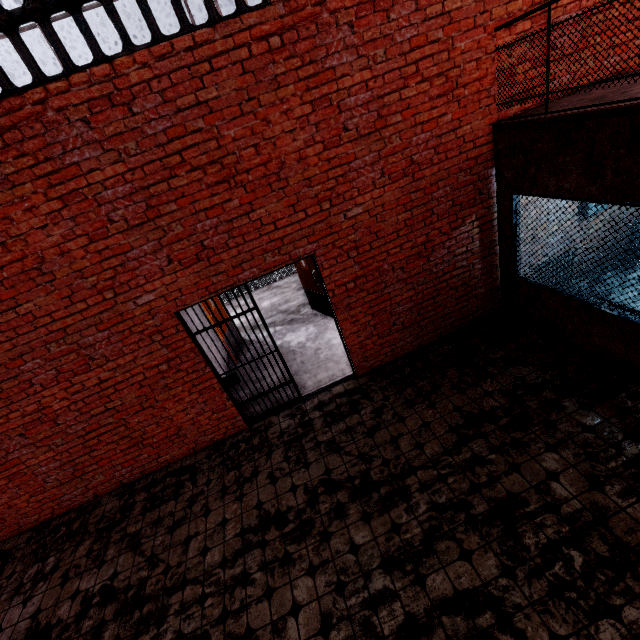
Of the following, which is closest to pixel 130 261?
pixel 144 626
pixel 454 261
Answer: pixel 144 626

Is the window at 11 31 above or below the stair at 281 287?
above

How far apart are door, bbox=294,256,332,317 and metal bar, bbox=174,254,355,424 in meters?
2.1

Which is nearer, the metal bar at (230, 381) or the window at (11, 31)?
the window at (11, 31)

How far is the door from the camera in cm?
716

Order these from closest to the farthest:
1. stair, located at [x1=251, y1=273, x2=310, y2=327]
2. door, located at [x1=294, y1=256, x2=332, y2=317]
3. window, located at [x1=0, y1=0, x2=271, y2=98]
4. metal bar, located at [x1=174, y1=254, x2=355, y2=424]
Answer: window, located at [x1=0, y1=0, x2=271, y2=98]
metal bar, located at [x1=174, y1=254, x2=355, y2=424]
door, located at [x1=294, y1=256, x2=332, y2=317]
stair, located at [x1=251, y1=273, x2=310, y2=327]

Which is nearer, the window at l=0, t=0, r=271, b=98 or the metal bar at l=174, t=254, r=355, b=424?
the window at l=0, t=0, r=271, b=98

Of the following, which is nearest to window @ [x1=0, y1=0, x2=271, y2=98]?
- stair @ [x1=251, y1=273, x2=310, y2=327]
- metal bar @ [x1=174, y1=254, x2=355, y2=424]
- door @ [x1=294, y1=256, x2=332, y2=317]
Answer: metal bar @ [x1=174, y1=254, x2=355, y2=424]
